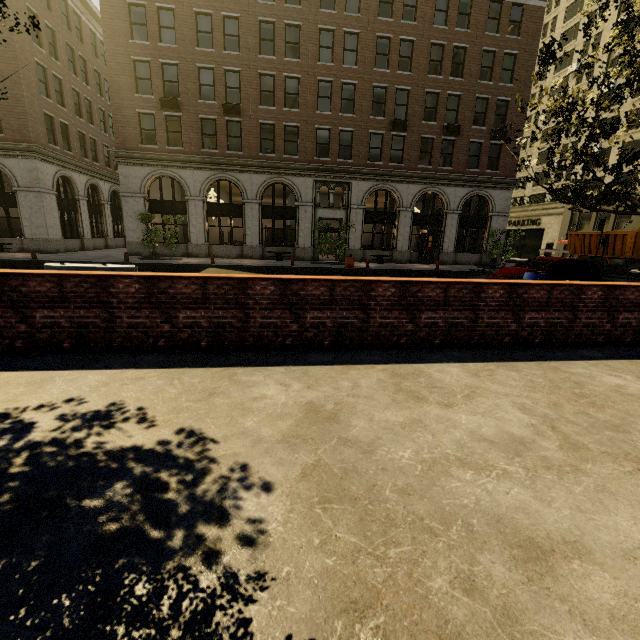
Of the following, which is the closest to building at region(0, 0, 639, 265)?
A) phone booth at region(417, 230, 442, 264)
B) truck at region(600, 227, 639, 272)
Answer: phone booth at region(417, 230, 442, 264)

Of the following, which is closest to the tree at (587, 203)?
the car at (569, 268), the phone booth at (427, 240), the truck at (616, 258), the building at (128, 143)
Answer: the building at (128, 143)

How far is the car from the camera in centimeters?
1226cm

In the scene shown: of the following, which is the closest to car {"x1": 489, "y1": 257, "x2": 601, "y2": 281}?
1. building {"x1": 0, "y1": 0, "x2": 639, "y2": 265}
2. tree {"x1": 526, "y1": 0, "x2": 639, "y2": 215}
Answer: tree {"x1": 526, "y1": 0, "x2": 639, "y2": 215}

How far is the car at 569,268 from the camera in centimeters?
1226cm

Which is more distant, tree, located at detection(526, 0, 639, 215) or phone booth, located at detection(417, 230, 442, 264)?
phone booth, located at detection(417, 230, 442, 264)

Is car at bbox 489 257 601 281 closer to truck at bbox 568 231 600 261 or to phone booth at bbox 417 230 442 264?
phone booth at bbox 417 230 442 264

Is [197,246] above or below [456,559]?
above
